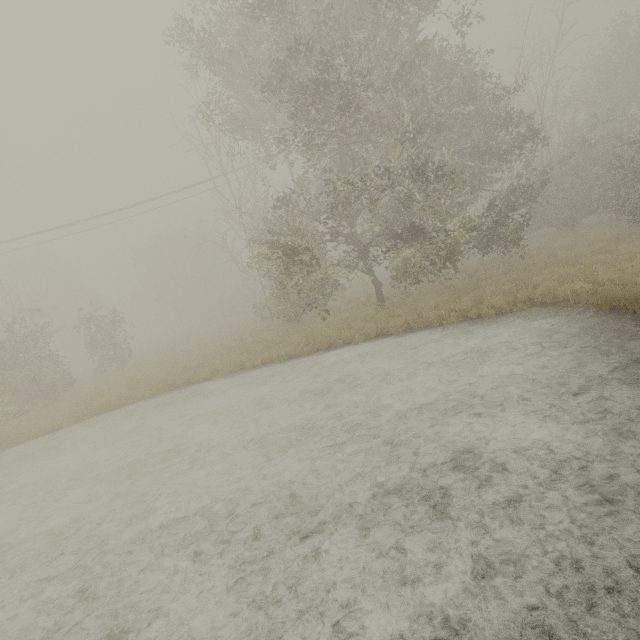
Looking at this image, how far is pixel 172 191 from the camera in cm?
2197
